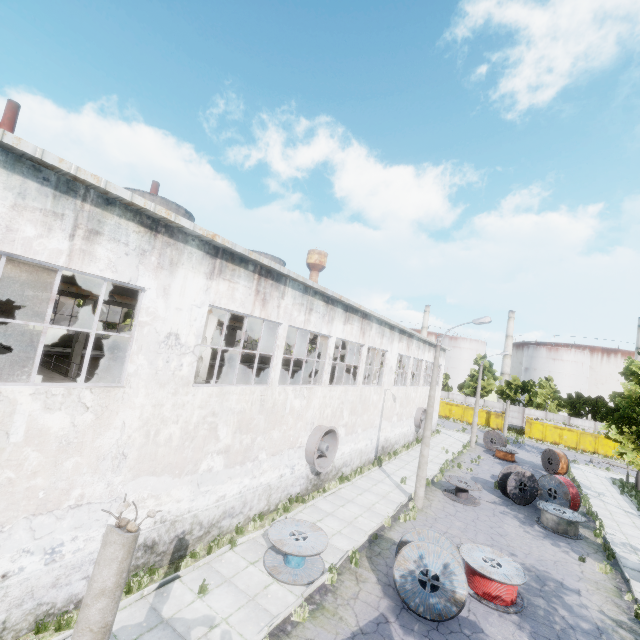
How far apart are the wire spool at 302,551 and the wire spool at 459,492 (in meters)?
10.55

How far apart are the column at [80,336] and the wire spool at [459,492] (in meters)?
23.75

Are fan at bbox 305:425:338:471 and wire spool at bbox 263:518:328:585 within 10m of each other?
yes

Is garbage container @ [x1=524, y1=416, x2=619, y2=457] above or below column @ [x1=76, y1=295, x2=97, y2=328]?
below

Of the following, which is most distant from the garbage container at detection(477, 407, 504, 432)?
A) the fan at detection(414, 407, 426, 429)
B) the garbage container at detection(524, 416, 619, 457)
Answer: the fan at detection(414, 407, 426, 429)

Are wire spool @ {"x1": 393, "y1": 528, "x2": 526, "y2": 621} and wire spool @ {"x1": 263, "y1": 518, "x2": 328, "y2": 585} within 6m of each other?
yes

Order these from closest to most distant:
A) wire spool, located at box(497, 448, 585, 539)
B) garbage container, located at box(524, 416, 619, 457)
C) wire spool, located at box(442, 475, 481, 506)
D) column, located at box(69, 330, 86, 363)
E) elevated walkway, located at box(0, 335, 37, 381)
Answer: elevated walkway, located at box(0, 335, 37, 381)
wire spool, located at box(497, 448, 585, 539)
wire spool, located at box(442, 475, 481, 506)
column, located at box(69, 330, 86, 363)
garbage container, located at box(524, 416, 619, 457)

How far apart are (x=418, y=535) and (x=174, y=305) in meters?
10.5
